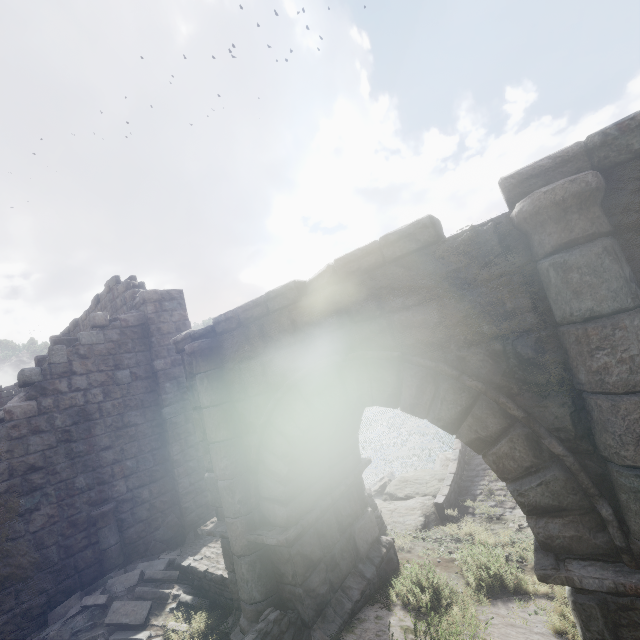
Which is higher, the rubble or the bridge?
the rubble

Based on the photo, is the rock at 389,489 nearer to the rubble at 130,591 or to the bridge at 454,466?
the bridge at 454,466

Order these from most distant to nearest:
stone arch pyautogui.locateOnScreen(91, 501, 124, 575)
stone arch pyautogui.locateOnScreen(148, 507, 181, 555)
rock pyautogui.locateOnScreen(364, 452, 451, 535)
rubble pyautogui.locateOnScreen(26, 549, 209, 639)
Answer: rock pyautogui.locateOnScreen(364, 452, 451, 535) < stone arch pyautogui.locateOnScreen(148, 507, 181, 555) < stone arch pyautogui.locateOnScreen(91, 501, 124, 575) < rubble pyautogui.locateOnScreen(26, 549, 209, 639)

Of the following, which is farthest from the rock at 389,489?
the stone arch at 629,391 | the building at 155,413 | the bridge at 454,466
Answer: the building at 155,413

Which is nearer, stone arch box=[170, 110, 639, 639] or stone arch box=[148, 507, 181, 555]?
stone arch box=[170, 110, 639, 639]

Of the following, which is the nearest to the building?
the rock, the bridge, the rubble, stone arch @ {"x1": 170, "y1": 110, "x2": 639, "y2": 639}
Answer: the rubble

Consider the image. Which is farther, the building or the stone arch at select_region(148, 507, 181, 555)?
the stone arch at select_region(148, 507, 181, 555)

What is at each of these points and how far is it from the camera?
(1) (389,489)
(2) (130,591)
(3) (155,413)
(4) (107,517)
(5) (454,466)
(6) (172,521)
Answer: (1) rock, 13.0 meters
(2) rubble, 6.9 meters
(3) building, 9.5 meters
(4) stone arch, 8.0 meters
(5) bridge, 12.5 meters
(6) stone arch, 9.1 meters
